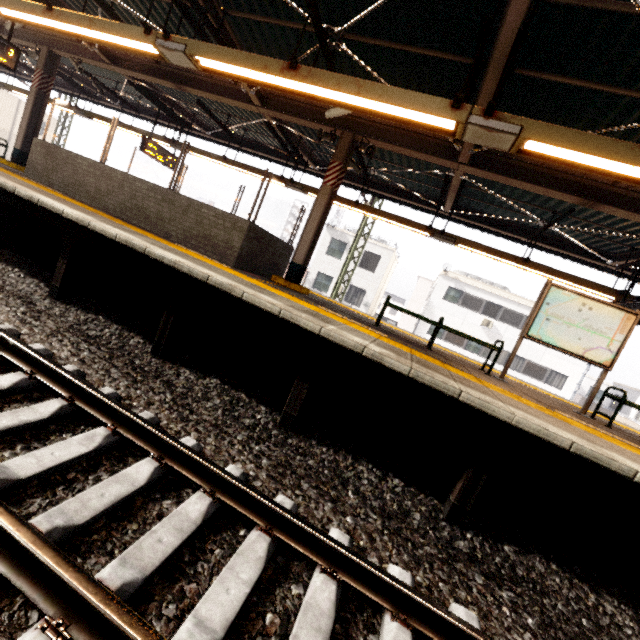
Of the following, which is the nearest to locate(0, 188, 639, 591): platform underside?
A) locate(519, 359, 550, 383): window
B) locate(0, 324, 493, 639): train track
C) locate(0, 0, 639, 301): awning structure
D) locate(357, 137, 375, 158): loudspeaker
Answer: locate(0, 324, 493, 639): train track

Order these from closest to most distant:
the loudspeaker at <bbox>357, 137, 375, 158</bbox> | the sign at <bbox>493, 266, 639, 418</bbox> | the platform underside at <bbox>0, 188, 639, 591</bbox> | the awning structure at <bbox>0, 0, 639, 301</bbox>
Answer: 1. the platform underside at <bbox>0, 188, 639, 591</bbox>
2. the awning structure at <bbox>0, 0, 639, 301</bbox>
3. the sign at <bbox>493, 266, 639, 418</bbox>
4. the loudspeaker at <bbox>357, 137, 375, 158</bbox>

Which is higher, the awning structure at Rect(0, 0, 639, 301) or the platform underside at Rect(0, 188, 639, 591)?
the awning structure at Rect(0, 0, 639, 301)

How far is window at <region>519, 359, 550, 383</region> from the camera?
23.62m

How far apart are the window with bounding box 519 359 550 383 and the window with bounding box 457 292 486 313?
4.5m

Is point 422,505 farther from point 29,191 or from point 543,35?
point 29,191

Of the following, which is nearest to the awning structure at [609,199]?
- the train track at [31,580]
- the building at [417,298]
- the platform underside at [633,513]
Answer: the platform underside at [633,513]

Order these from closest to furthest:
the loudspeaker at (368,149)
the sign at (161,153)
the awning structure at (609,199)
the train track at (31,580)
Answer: the train track at (31,580)
the awning structure at (609,199)
the loudspeaker at (368,149)
the sign at (161,153)
